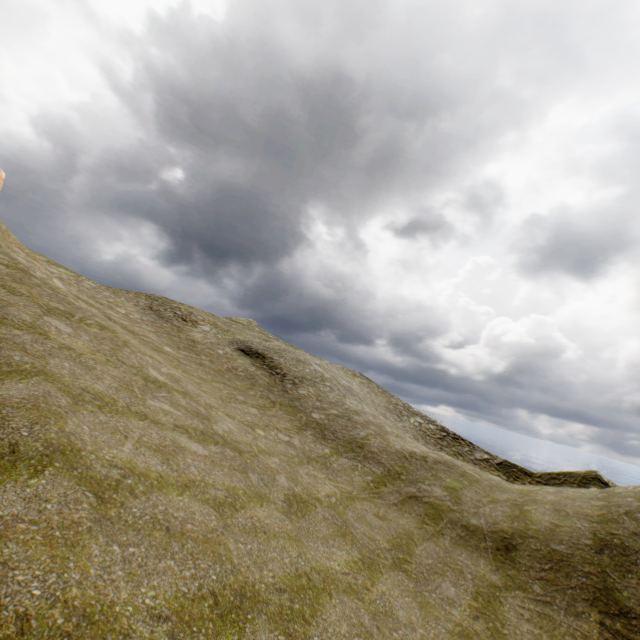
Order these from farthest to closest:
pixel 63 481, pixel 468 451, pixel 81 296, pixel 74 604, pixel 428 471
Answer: pixel 468 451 < pixel 81 296 < pixel 428 471 < pixel 63 481 < pixel 74 604
